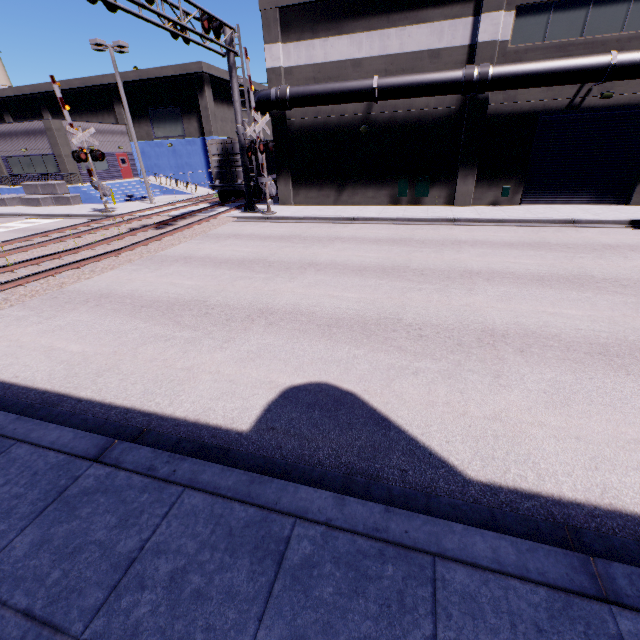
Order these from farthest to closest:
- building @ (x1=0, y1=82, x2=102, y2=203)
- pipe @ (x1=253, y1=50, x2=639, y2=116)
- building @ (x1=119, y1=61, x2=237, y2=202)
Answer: building @ (x1=119, y1=61, x2=237, y2=202)
building @ (x1=0, y1=82, x2=102, y2=203)
pipe @ (x1=253, y1=50, x2=639, y2=116)

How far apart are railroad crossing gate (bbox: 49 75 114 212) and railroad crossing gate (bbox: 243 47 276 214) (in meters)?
10.66

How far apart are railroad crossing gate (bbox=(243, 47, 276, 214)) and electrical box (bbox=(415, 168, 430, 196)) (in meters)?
7.27

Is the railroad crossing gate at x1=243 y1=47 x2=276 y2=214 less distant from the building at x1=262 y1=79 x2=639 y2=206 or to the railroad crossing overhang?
the railroad crossing overhang

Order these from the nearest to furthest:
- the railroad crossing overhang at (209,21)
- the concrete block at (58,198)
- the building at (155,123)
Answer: the railroad crossing overhang at (209,21) < the concrete block at (58,198) < the building at (155,123)

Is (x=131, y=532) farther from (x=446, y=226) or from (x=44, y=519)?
(x=446, y=226)

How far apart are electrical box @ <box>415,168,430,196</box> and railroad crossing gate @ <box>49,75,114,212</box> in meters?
18.7

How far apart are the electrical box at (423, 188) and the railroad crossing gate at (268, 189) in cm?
727
